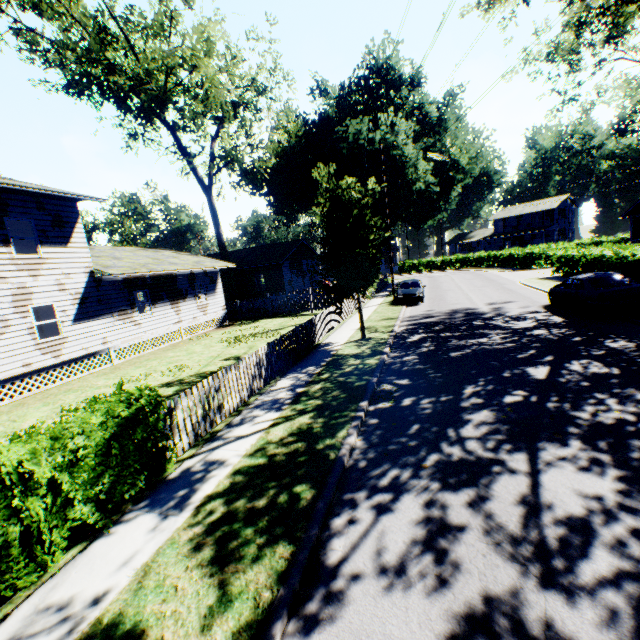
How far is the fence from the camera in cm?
715

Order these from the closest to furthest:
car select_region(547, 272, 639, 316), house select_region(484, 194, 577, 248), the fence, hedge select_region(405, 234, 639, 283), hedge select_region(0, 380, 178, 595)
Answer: hedge select_region(0, 380, 178, 595) → the fence → car select_region(547, 272, 639, 316) → hedge select_region(405, 234, 639, 283) → house select_region(484, 194, 577, 248)

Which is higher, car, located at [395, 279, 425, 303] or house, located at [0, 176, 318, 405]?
house, located at [0, 176, 318, 405]

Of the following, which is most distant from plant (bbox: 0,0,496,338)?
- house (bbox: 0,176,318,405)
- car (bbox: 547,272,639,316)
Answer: car (bbox: 547,272,639,316)

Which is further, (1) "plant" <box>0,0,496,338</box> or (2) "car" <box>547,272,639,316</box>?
(1) "plant" <box>0,0,496,338</box>

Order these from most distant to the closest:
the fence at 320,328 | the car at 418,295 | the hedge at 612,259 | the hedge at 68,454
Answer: the car at 418,295 < the hedge at 612,259 < the fence at 320,328 < the hedge at 68,454

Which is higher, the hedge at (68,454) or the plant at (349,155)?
the plant at (349,155)

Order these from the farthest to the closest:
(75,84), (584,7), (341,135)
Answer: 1. (341,135)
2. (75,84)
3. (584,7)
